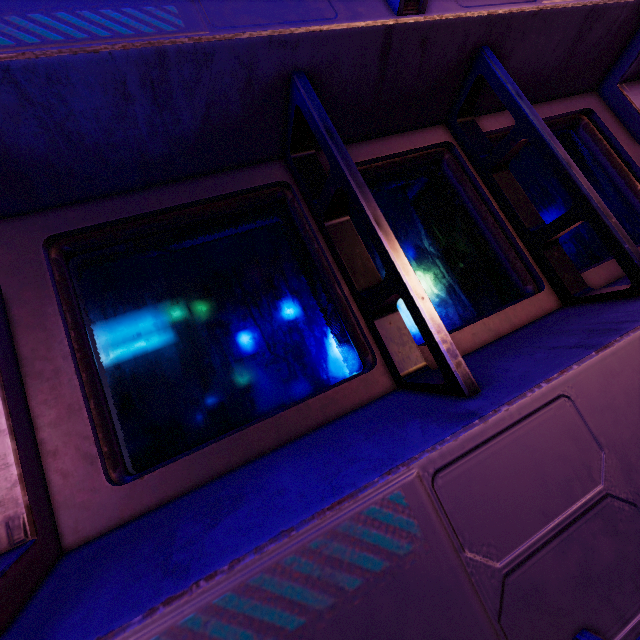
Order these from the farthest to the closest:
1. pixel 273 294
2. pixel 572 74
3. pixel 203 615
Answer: pixel 572 74 → pixel 273 294 → pixel 203 615
